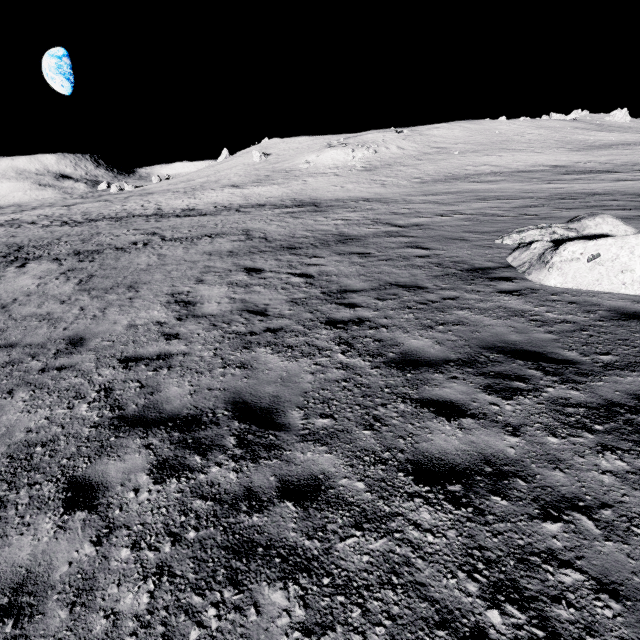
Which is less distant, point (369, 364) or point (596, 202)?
point (369, 364)
